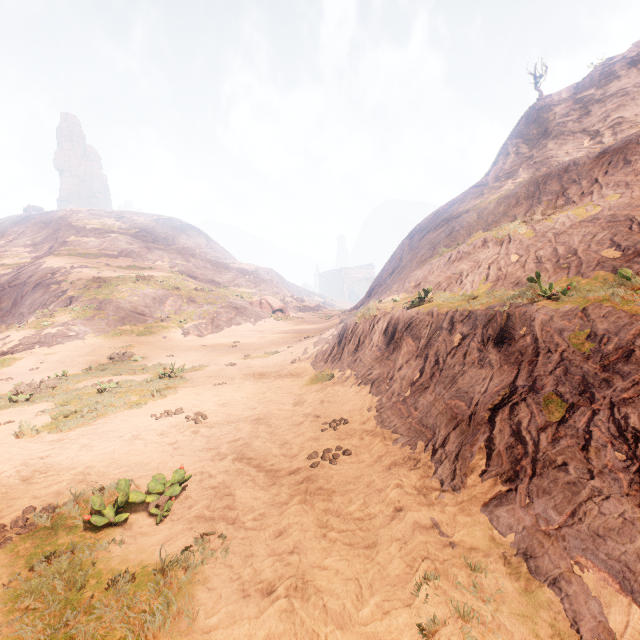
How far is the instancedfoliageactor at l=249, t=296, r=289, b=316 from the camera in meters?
40.3 m

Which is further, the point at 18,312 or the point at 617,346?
the point at 18,312

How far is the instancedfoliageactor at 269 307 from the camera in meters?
40.3 m

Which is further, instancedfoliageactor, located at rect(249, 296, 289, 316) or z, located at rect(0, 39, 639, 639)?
instancedfoliageactor, located at rect(249, 296, 289, 316)

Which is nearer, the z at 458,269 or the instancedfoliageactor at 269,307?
the z at 458,269
